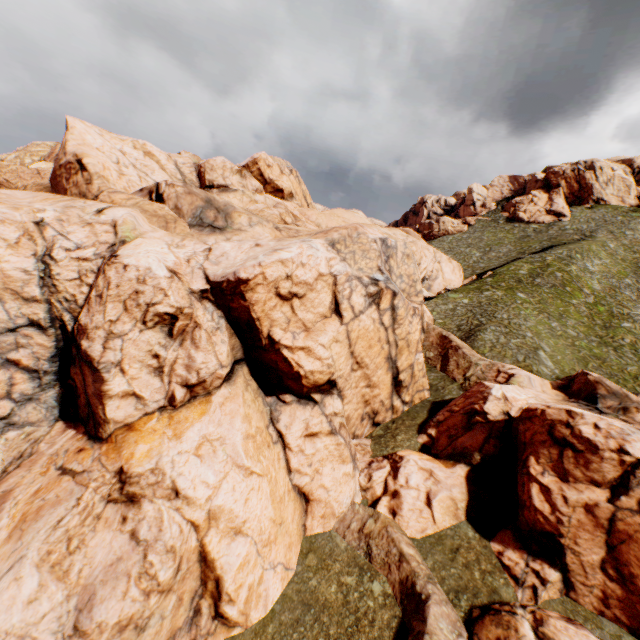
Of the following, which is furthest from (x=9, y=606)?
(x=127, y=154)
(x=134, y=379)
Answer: (x=127, y=154)
